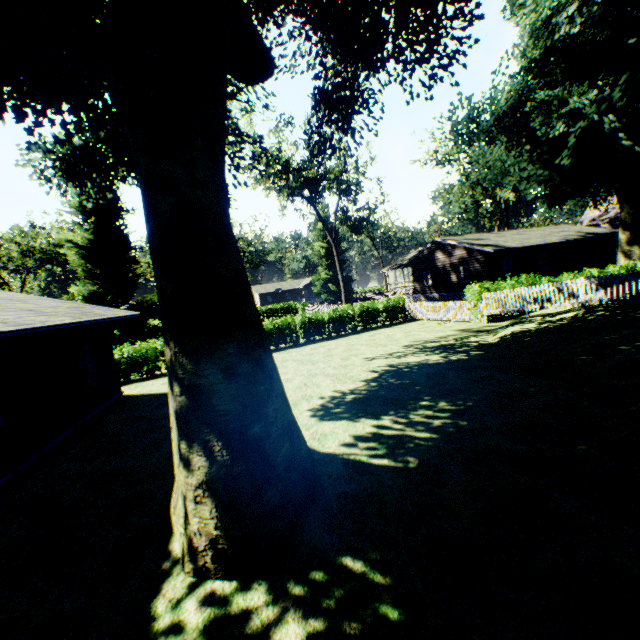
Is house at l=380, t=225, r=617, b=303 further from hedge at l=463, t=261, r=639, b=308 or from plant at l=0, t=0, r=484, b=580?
hedge at l=463, t=261, r=639, b=308

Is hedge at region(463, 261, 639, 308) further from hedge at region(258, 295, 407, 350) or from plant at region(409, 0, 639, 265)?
hedge at region(258, 295, 407, 350)

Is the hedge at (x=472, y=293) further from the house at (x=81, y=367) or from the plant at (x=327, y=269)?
the house at (x=81, y=367)

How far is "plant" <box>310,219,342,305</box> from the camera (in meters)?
48.31

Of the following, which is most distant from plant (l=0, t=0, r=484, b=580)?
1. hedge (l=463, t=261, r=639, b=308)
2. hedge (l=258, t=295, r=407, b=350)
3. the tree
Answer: the tree

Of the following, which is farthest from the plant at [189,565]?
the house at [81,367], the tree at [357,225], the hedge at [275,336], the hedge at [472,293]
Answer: the tree at [357,225]

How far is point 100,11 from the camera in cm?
800

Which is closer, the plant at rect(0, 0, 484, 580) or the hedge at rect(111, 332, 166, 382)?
the plant at rect(0, 0, 484, 580)
